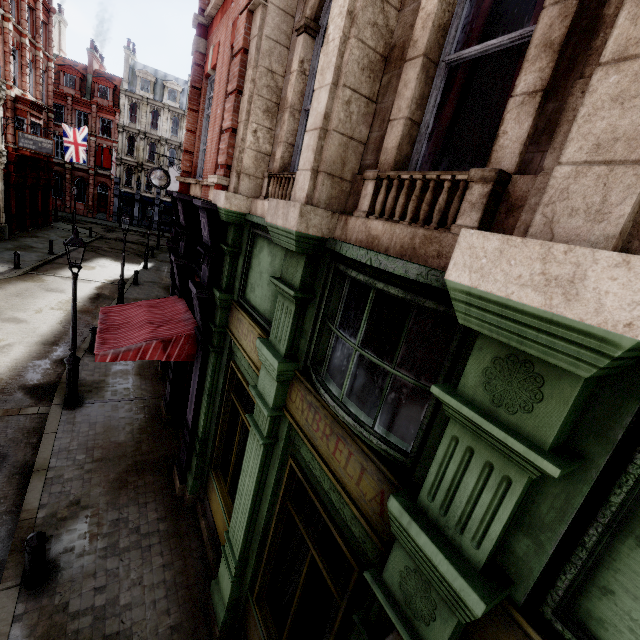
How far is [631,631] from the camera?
1.4 meters

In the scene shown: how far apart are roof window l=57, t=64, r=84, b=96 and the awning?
49.0 meters

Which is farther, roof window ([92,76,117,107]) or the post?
roof window ([92,76,117,107])

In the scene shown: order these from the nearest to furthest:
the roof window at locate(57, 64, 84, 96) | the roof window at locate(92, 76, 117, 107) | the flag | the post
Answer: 1. the post
2. the flag
3. the roof window at locate(57, 64, 84, 96)
4. the roof window at locate(92, 76, 117, 107)

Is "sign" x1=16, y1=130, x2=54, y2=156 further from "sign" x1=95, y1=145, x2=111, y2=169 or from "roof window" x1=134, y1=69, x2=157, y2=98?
"roof window" x1=134, y1=69, x2=157, y2=98

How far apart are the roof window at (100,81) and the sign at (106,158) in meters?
5.0 m

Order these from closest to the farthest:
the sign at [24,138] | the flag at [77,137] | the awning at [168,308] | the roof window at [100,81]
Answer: the awning at [168,308] < the sign at [24,138] < the flag at [77,137] < the roof window at [100,81]

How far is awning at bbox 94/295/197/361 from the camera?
6.0m
